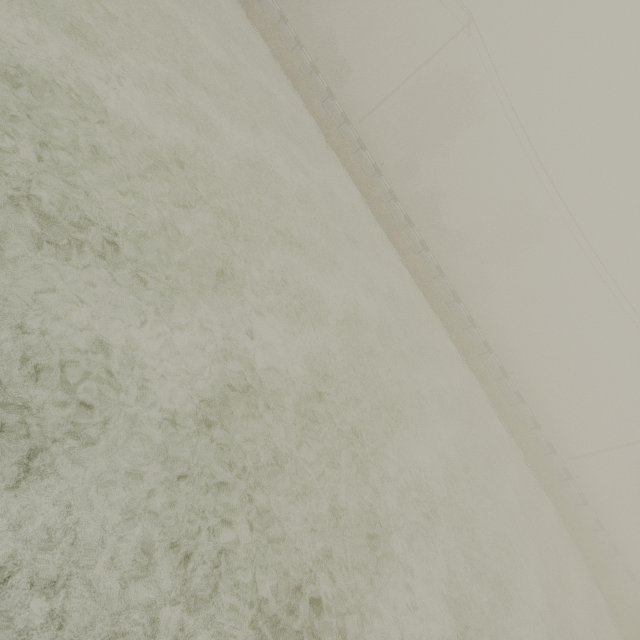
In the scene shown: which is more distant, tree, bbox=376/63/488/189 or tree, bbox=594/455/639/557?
tree, bbox=594/455/639/557

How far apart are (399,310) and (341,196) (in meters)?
6.53

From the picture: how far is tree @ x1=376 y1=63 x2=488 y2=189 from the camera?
40.9 meters

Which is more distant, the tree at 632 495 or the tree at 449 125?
the tree at 632 495

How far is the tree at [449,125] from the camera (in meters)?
40.94
